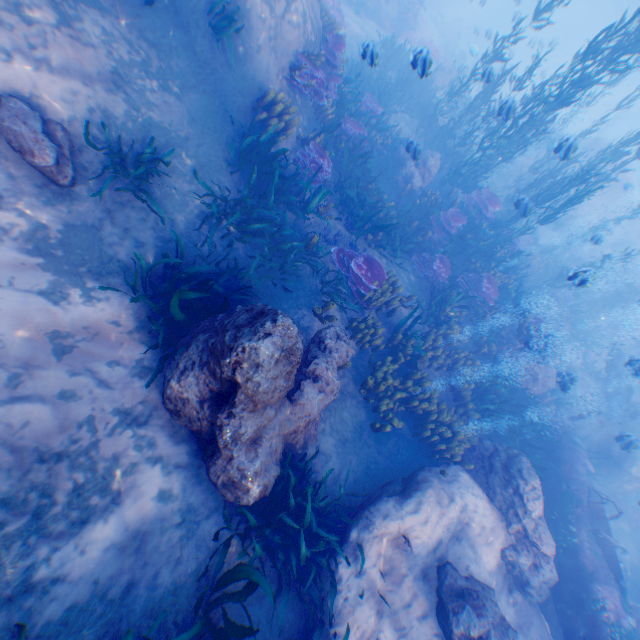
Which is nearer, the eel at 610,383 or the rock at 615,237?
the eel at 610,383

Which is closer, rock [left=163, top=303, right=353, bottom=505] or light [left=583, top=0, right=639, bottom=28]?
rock [left=163, top=303, right=353, bottom=505]

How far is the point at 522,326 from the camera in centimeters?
1079cm

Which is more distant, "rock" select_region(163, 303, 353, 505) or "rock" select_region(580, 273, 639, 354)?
"rock" select_region(580, 273, 639, 354)

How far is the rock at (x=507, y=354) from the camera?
10.8m

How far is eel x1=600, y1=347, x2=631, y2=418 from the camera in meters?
14.4 m

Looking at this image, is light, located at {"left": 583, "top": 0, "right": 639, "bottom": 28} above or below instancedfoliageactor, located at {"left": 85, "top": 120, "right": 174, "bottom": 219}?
above
